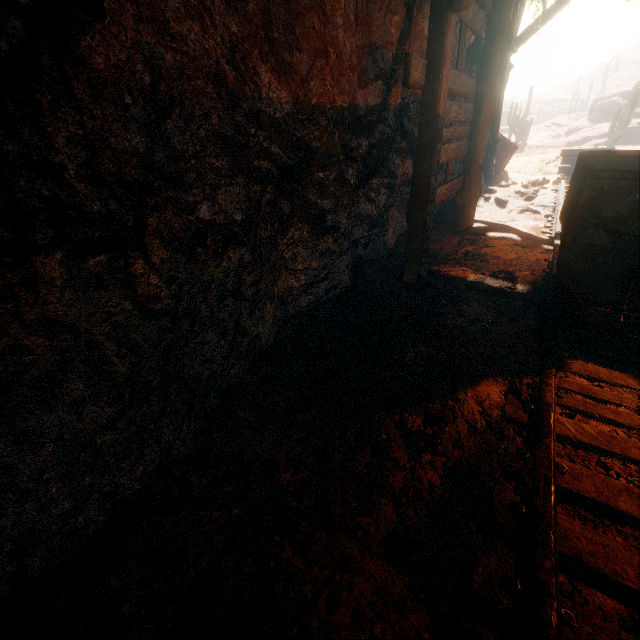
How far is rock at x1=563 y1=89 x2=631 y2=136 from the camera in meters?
27.1

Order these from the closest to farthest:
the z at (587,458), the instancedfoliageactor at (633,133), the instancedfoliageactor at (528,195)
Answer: the z at (587,458) < the instancedfoliageactor at (528,195) < the instancedfoliageactor at (633,133)

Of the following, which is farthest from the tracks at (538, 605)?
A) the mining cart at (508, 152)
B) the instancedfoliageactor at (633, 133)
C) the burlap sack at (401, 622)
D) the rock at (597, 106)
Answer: the rock at (597, 106)

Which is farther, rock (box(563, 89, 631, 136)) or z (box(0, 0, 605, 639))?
rock (box(563, 89, 631, 136))

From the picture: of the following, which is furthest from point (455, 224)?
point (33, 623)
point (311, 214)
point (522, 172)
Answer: point (522, 172)

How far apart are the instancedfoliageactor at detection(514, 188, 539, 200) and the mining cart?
2.1m

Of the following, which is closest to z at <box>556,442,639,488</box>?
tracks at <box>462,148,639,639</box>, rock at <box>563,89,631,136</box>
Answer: tracks at <box>462,148,639,639</box>
